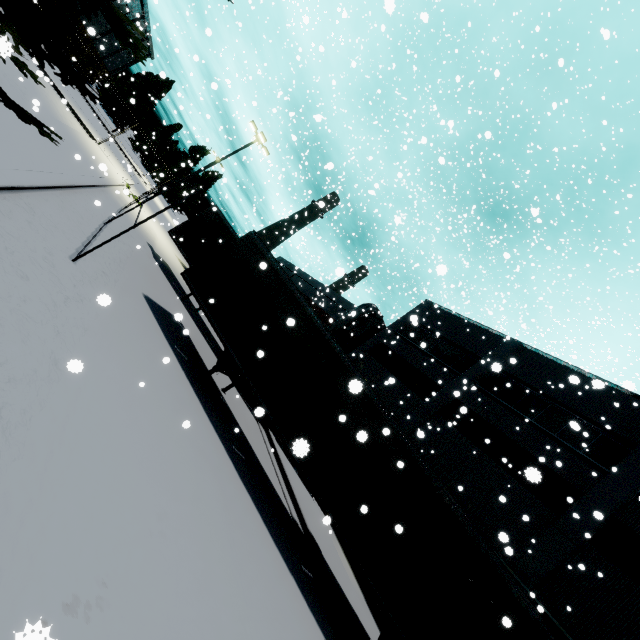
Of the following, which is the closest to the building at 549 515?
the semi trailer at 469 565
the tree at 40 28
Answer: the tree at 40 28

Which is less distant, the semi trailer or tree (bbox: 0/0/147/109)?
tree (bbox: 0/0/147/109)

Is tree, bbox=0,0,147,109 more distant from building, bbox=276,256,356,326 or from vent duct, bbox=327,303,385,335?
vent duct, bbox=327,303,385,335

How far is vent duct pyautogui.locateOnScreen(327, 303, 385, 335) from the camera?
27.90m

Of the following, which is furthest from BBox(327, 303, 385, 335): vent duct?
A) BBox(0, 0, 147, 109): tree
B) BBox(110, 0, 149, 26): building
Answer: BBox(0, 0, 147, 109): tree

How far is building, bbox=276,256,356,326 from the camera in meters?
31.9

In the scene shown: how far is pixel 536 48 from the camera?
19.6m
